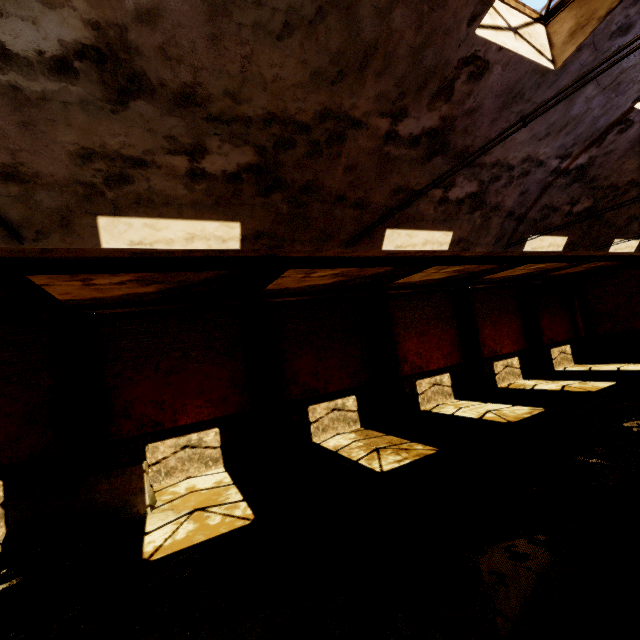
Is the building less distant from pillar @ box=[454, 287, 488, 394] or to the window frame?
the window frame

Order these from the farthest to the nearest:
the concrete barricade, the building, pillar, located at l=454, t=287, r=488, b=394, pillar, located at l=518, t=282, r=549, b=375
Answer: pillar, located at l=518, t=282, r=549, b=375 → pillar, located at l=454, t=287, r=488, b=394 → the concrete barricade → the building

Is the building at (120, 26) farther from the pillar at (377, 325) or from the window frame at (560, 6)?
the pillar at (377, 325)

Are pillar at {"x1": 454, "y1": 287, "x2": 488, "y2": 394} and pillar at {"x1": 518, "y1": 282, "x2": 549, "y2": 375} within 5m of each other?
yes

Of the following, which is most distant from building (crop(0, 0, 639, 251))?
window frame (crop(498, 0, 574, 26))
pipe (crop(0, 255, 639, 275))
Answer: pipe (crop(0, 255, 639, 275))

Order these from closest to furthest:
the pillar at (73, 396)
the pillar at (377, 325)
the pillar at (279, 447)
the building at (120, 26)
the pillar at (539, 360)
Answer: the building at (120, 26), the pillar at (73, 396), the pillar at (279, 447), the pillar at (377, 325), the pillar at (539, 360)

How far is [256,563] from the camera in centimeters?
495cm

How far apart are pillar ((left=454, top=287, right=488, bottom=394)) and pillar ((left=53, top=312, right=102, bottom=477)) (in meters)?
14.20
